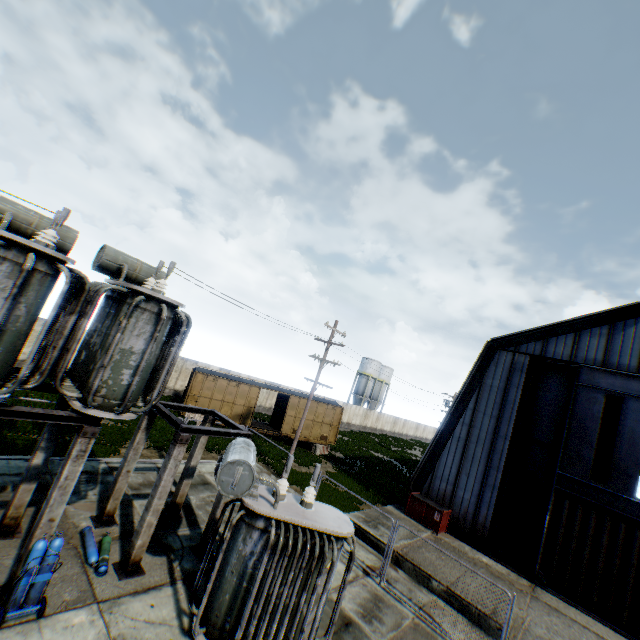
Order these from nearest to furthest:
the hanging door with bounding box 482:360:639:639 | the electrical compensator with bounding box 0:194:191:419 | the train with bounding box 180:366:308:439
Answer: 1. the electrical compensator with bounding box 0:194:191:419
2. the hanging door with bounding box 482:360:639:639
3. the train with bounding box 180:366:308:439

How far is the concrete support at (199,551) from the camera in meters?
9.4 m

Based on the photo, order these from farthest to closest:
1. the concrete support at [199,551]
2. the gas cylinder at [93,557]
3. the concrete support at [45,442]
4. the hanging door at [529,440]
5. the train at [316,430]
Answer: the train at [316,430] < the hanging door at [529,440] < the concrete support at [199,551] < the gas cylinder at [93,557] < the concrete support at [45,442]

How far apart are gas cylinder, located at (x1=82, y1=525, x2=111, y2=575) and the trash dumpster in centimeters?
1443cm

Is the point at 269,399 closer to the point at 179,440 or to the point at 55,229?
the point at 179,440

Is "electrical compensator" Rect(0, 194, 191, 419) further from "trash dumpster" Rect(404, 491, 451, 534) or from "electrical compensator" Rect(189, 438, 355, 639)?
"trash dumpster" Rect(404, 491, 451, 534)

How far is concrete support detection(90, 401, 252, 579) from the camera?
8.05m

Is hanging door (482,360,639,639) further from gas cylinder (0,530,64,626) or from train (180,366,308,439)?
gas cylinder (0,530,64,626)
